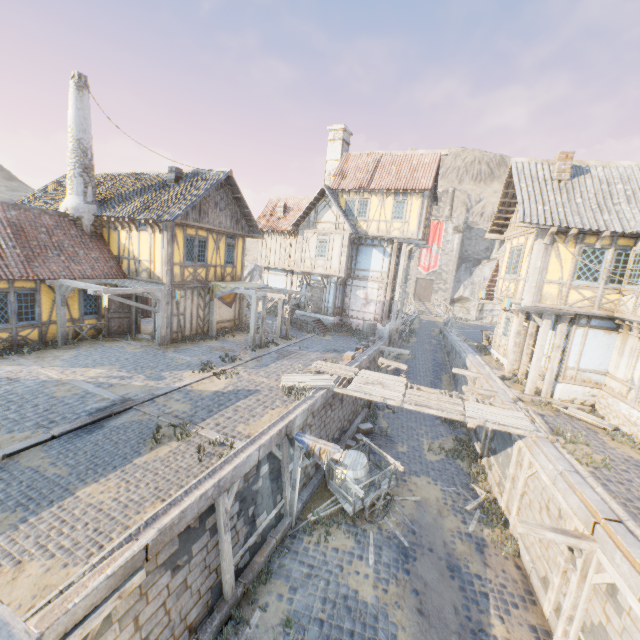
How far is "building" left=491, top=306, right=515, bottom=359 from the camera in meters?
18.7 m

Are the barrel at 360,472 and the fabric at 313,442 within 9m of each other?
yes

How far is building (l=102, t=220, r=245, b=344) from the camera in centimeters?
1516cm

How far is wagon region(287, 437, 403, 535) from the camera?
9.9 meters

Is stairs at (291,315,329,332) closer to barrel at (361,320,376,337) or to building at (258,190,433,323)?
building at (258,190,433,323)

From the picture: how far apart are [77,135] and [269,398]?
15.5m

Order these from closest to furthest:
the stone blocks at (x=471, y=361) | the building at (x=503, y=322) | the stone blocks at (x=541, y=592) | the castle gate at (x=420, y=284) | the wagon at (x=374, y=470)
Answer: the stone blocks at (x=541, y=592) < the wagon at (x=374, y=470) < the stone blocks at (x=471, y=361) < the building at (x=503, y=322) < the castle gate at (x=420, y=284)

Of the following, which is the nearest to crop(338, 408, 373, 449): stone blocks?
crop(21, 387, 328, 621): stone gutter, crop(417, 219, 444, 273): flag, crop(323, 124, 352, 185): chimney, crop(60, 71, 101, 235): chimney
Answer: crop(21, 387, 328, 621): stone gutter
